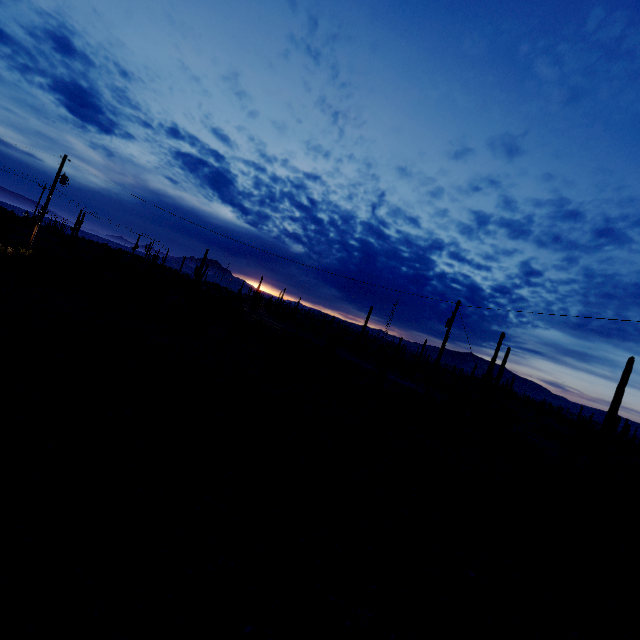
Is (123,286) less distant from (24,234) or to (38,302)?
(38,302)
